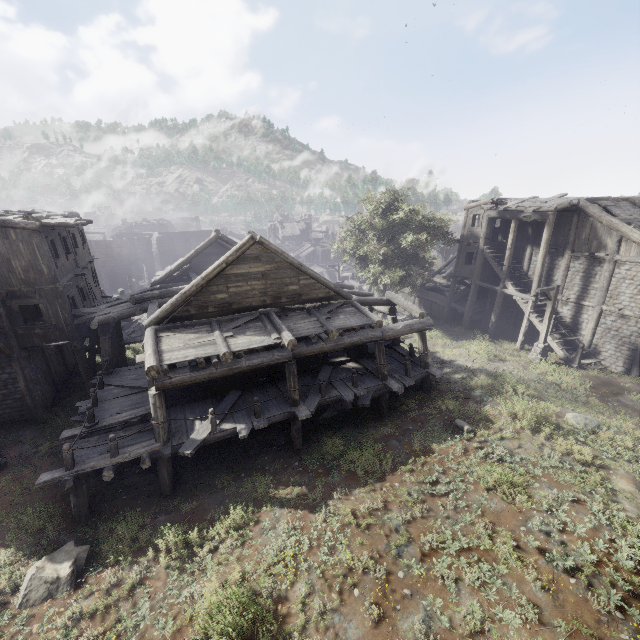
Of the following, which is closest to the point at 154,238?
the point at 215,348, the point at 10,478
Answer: the point at 10,478

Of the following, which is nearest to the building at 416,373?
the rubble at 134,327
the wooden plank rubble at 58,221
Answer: the rubble at 134,327

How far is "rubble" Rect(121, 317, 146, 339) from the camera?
27.4m

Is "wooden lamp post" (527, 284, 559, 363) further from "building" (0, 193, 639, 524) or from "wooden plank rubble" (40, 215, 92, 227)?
"wooden plank rubble" (40, 215, 92, 227)

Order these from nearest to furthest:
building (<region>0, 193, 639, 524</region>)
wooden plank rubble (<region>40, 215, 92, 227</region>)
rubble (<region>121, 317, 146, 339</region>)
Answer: building (<region>0, 193, 639, 524</region>) → wooden plank rubble (<region>40, 215, 92, 227</region>) → rubble (<region>121, 317, 146, 339</region>)

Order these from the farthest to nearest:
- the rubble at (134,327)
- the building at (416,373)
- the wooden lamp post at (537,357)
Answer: the rubble at (134,327), the wooden lamp post at (537,357), the building at (416,373)

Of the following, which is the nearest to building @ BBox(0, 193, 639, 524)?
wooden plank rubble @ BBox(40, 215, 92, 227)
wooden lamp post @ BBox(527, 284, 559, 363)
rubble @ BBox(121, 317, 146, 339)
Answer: wooden lamp post @ BBox(527, 284, 559, 363)

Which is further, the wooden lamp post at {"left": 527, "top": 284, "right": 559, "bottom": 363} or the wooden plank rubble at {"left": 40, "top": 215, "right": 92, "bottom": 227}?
the wooden lamp post at {"left": 527, "top": 284, "right": 559, "bottom": 363}
